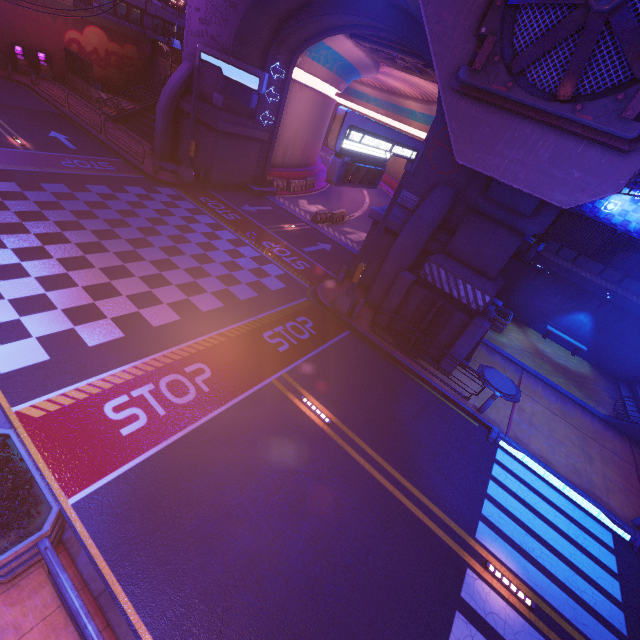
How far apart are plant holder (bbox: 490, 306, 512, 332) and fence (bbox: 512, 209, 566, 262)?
3.4m

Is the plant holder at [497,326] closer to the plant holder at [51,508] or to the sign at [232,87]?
the sign at [232,87]

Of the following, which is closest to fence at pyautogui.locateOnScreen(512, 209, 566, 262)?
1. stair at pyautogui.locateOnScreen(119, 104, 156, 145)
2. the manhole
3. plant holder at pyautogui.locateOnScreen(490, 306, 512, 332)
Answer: plant holder at pyautogui.locateOnScreen(490, 306, 512, 332)

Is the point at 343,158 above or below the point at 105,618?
above

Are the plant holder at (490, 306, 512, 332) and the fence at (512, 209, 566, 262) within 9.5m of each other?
yes

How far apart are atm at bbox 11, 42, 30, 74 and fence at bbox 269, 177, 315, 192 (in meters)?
24.72

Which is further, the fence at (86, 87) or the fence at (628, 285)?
the fence at (86, 87)

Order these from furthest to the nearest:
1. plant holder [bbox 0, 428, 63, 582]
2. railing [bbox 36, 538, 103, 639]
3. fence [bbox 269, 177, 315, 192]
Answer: fence [bbox 269, 177, 315, 192] → plant holder [bbox 0, 428, 63, 582] → railing [bbox 36, 538, 103, 639]
